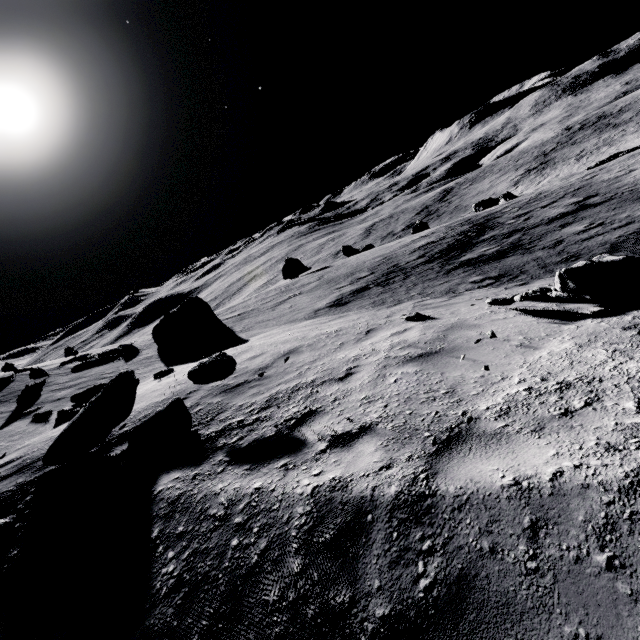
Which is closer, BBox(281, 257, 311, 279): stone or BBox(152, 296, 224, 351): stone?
BBox(152, 296, 224, 351): stone

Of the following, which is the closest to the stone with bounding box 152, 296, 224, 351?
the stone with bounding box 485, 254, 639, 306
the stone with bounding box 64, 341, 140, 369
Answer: the stone with bounding box 64, 341, 140, 369

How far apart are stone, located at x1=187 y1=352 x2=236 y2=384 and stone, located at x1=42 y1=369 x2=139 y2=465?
1.1 meters

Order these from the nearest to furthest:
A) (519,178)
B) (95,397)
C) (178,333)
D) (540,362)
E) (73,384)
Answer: (540,362), (95,397), (73,384), (178,333), (519,178)

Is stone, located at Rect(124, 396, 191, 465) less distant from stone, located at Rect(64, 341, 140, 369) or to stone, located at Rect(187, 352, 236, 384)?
stone, located at Rect(187, 352, 236, 384)

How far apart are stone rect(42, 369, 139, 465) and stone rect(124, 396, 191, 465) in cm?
41

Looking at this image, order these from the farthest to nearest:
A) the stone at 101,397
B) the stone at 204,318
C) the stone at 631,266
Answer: the stone at 204,318
the stone at 101,397
the stone at 631,266

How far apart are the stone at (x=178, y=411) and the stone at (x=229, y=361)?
0.40m
